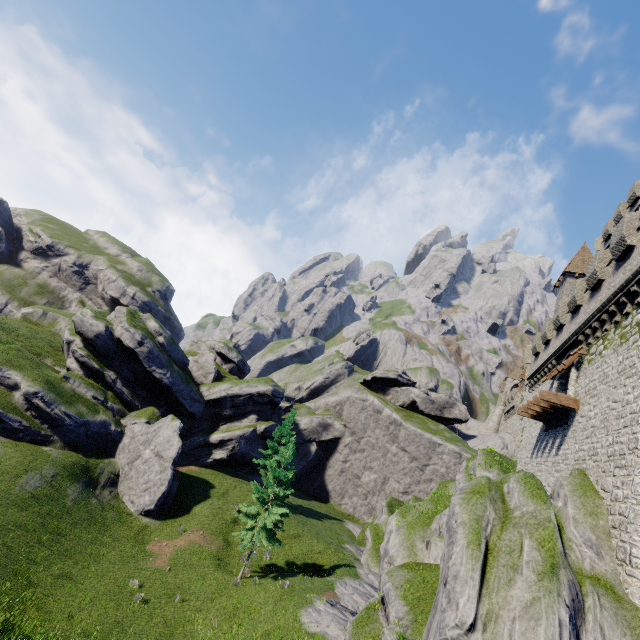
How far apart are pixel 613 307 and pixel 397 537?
19.43m

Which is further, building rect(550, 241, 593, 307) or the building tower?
building rect(550, 241, 593, 307)

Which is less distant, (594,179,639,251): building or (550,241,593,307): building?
(594,179,639,251): building

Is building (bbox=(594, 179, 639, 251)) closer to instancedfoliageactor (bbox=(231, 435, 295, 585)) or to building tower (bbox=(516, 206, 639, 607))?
building tower (bbox=(516, 206, 639, 607))

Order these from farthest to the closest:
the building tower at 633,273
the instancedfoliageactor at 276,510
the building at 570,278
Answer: the building at 570,278
the instancedfoliageactor at 276,510
the building tower at 633,273

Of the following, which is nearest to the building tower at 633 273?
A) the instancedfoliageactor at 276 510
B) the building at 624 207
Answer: the building at 624 207
